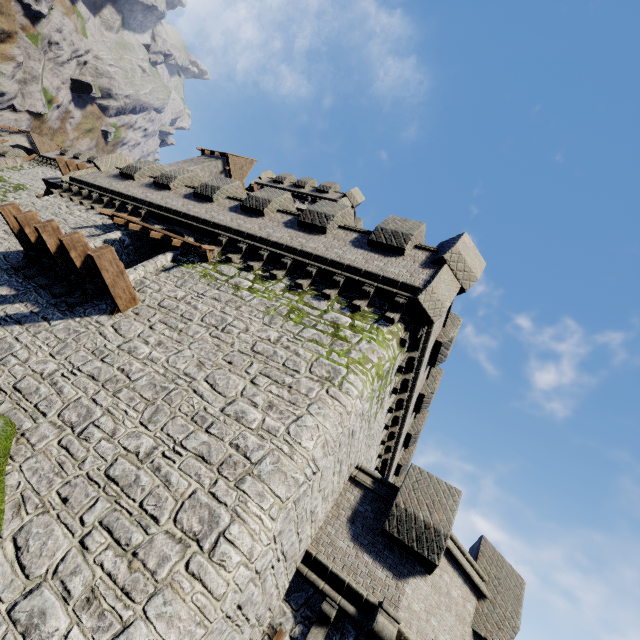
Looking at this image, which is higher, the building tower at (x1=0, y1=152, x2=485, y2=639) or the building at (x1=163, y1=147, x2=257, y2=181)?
the building at (x1=163, y1=147, x2=257, y2=181)

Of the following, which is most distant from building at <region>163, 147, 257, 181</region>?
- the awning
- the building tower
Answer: the awning

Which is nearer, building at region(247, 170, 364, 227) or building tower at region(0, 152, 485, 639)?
building tower at region(0, 152, 485, 639)

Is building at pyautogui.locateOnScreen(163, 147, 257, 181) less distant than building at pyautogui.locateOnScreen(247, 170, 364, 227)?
No

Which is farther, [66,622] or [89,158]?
[89,158]

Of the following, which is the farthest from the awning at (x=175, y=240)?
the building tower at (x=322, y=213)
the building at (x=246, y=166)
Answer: the building at (x=246, y=166)

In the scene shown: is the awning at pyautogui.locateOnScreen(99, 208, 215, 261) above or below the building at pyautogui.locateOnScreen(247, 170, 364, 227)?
below
